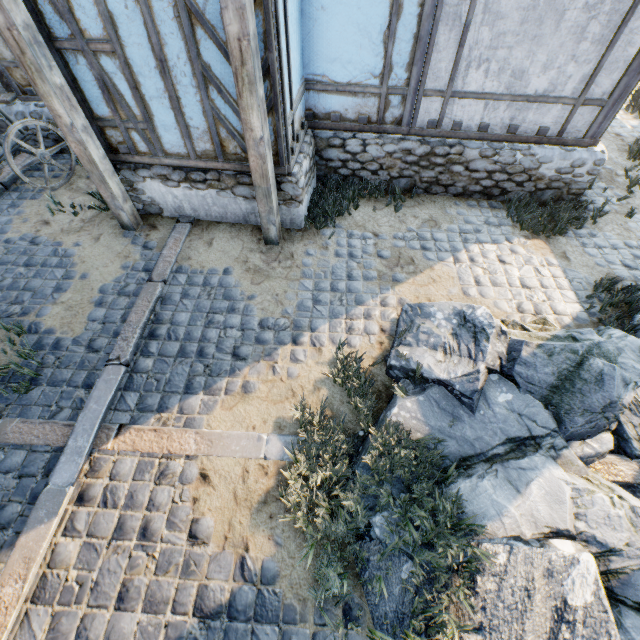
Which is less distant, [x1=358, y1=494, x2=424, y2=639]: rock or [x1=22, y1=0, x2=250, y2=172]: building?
[x1=358, y1=494, x2=424, y2=639]: rock

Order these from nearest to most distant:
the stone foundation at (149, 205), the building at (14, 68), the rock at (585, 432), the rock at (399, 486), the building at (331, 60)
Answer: the rock at (585, 432) < the rock at (399, 486) < the building at (331, 60) < the stone foundation at (149, 205) < the building at (14, 68)

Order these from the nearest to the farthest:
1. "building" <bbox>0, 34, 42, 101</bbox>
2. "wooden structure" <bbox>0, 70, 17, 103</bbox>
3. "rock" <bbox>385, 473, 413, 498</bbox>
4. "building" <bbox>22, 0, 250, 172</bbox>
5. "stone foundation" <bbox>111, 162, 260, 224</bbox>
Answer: "rock" <bbox>385, 473, 413, 498</bbox>, "building" <bbox>22, 0, 250, 172</bbox>, "stone foundation" <bbox>111, 162, 260, 224</bbox>, "building" <bbox>0, 34, 42, 101</bbox>, "wooden structure" <bbox>0, 70, 17, 103</bbox>

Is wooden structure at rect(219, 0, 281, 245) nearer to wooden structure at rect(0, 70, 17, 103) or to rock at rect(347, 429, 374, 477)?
rock at rect(347, 429, 374, 477)

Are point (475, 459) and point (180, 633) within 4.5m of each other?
yes

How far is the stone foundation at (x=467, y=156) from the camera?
5.4 meters

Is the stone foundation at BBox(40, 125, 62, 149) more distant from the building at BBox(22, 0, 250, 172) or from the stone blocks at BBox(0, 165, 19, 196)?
the stone blocks at BBox(0, 165, 19, 196)

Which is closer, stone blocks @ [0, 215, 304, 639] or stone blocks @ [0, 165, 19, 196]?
stone blocks @ [0, 215, 304, 639]
